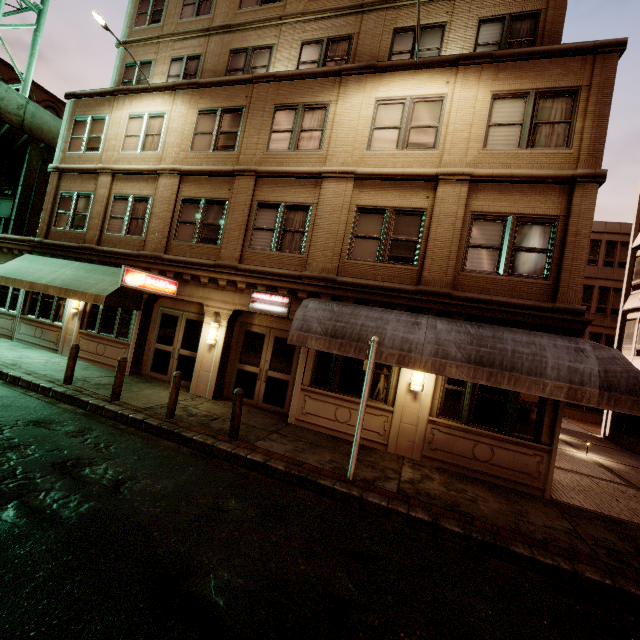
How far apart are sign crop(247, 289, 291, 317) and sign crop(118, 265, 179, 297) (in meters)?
3.08

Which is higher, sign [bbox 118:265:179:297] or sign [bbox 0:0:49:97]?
sign [bbox 0:0:49:97]

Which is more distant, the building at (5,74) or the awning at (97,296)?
the building at (5,74)

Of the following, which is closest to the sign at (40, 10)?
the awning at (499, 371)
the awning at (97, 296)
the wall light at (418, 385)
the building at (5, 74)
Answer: the awning at (97, 296)

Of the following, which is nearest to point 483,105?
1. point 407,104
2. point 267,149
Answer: point 407,104

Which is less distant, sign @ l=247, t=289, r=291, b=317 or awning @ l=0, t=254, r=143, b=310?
sign @ l=247, t=289, r=291, b=317

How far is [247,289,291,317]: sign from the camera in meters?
10.4

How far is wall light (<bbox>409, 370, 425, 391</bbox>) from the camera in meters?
8.9 m
